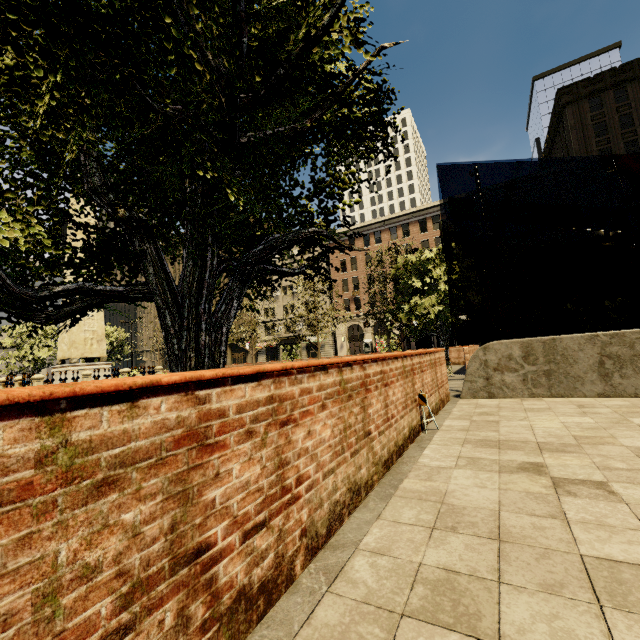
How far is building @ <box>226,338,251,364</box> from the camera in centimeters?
5632cm

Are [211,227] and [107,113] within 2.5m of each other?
yes

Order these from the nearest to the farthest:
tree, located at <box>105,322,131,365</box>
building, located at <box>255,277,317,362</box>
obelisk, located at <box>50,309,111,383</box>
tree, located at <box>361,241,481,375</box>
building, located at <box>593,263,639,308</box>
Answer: tree, located at <box>361,241,481,375</box> < obelisk, located at <box>50,309,111,383</box> < tree, located at <box>105,322,131,365</box> < building, located at <box>593,263,639,308</box> < building, located at <box>255,277,317,362</box>

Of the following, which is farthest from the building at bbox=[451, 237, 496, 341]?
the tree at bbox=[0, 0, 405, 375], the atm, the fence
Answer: the fence

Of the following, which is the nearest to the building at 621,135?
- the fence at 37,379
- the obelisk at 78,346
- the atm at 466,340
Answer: the atm at 466,340

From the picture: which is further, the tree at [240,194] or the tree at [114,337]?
the tree at [114,337]

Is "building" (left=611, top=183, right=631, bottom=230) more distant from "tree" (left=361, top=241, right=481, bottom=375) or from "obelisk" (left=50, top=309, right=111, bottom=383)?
"obelisk" (left=50, top=309, right=111, bottom=383)
